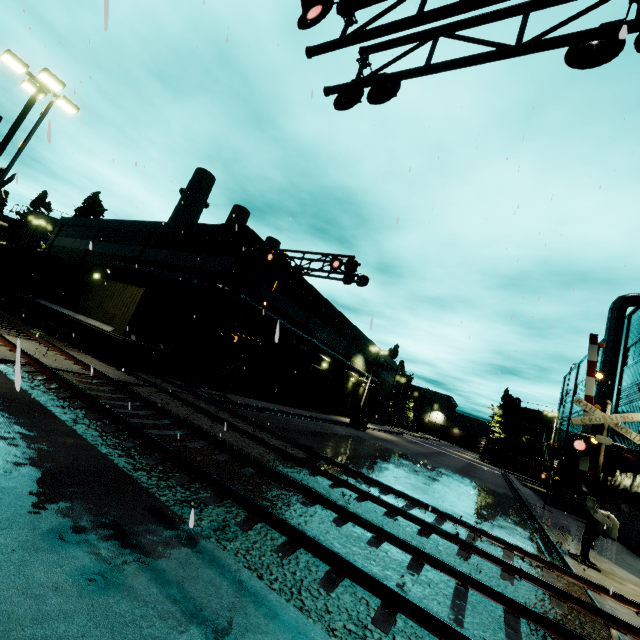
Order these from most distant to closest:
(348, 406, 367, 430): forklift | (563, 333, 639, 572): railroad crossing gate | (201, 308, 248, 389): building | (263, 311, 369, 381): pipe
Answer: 1. (348, 406, 367, 430): forklift
2. (263, 311, 369, 381): pipe
3. (201, 308, 248, 389): building
4. (563, 333, 639, 572): railroad crossing gate

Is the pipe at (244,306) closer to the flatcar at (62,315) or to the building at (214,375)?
the building at (214,375)

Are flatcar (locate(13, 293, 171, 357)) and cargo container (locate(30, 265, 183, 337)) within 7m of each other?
yes

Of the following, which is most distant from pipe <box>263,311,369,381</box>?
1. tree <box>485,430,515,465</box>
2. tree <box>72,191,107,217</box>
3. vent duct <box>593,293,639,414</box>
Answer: tree <box>72,191,107,217</box>

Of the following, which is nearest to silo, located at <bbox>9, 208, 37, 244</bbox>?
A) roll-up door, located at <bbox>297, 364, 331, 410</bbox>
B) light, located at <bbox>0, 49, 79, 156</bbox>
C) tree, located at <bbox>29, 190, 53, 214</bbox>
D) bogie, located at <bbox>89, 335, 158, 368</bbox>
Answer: tree, located at <bbox>29, 190, 53, 214</bbox>

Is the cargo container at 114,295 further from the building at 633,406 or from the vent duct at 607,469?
the vent duct at 607,469

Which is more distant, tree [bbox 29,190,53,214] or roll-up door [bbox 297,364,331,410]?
tree [bbox 29,190,53,214]

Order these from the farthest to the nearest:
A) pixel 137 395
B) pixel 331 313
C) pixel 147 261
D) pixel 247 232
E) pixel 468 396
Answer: pixel 331 313 < pixel 147 261 < pixel 247 232 < pixel 468 396 < pixel 137 395
